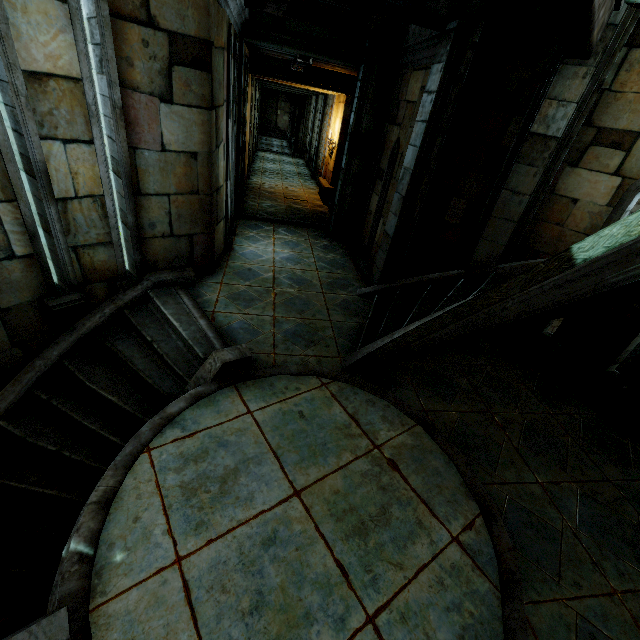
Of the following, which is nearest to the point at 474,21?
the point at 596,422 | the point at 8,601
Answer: the point at 596,422

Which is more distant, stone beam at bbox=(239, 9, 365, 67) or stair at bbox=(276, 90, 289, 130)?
stair at bbox=(276, 90, 289, 130)

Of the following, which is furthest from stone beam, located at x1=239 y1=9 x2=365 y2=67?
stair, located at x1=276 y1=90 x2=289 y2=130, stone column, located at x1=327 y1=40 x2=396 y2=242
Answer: stair, located at x1=276 y1=90 x2=289 y2=130

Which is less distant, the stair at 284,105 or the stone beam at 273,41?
the stone beam at 273,41

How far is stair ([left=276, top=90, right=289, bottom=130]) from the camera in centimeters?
3302cm

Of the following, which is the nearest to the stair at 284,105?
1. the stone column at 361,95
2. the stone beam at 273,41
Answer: the stone beam at 273,41

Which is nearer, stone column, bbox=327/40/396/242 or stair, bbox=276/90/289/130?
stone column, bbox=327/40/396/242

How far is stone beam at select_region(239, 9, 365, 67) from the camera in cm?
642
